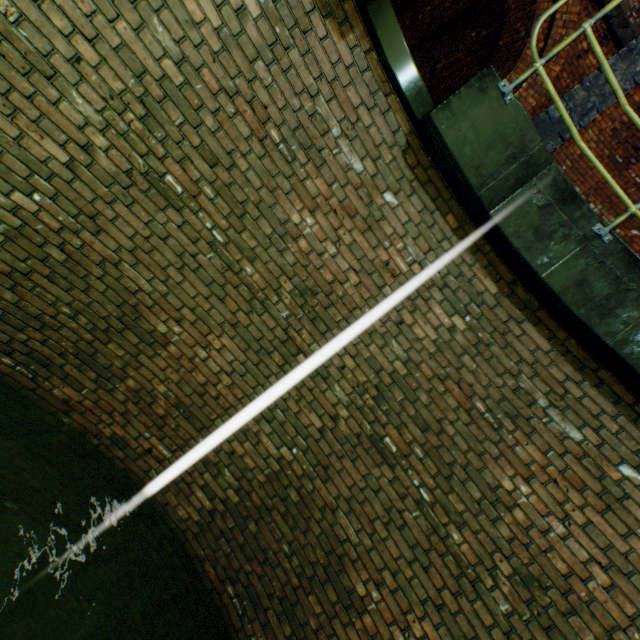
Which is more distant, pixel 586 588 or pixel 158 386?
pixel 158 386

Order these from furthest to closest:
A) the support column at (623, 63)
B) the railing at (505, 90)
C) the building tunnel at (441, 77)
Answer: the building tunnel at (441, 77), the support column at (623, 63), the railing at (505, 90)

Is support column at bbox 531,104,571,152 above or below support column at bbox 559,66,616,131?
below

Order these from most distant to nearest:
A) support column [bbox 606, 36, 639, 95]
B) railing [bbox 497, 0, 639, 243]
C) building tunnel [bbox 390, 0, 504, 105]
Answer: building tunnel [bbox 390, 0, 504, 105], support column [bbox 606, 36, 639, 95], railing [bbox 497, 0, 639, 243]

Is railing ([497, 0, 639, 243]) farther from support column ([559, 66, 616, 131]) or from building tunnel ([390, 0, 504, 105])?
building tunnel ([390, 0, 504, 105])

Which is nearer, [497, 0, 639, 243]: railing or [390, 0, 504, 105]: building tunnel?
[497, 0, 639, 243]: railing

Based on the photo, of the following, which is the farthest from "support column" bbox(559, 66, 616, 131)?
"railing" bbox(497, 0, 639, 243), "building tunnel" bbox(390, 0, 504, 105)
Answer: "railing" bbox(497, 0, 639, 243)

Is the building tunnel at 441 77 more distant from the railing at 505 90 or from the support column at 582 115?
the railing at 505 90
